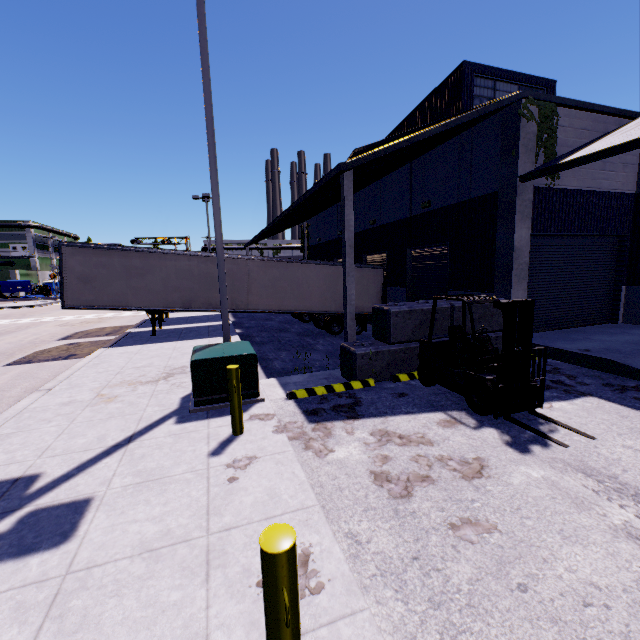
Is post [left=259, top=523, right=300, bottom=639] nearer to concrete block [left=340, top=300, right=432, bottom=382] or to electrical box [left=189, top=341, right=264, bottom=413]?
electrical box [left=189, top=341, right=264, bottom=413]

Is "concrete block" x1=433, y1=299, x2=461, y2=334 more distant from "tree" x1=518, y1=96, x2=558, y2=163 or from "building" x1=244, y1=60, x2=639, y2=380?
"tree" x1=518, y1=96, x2=558, y2=163

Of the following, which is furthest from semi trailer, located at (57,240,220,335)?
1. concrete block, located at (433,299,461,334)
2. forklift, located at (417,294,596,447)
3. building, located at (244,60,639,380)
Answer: forklift, located at (417,294,596,447)

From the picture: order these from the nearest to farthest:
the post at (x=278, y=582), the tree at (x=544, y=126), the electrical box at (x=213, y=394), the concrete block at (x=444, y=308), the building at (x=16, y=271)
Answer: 1. the post at (x=278, y=582)
2. the electrical box at (x=213, y=394)
3. the concrete block at (x=444, y=308)
4. the tree at (x=544, y=126)
5. the building at (x=16, y=271)

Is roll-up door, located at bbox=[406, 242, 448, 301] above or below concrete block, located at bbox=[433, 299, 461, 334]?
above

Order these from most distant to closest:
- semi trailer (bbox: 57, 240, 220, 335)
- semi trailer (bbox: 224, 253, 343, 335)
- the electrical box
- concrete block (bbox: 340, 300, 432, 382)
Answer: semi trailer (bbox: 224, 253, 343, 335) < semi trailer (bbox: 57, 240, 220, 335) < concrete block (bbox: 340, 300, 432, 382) < the electrical box

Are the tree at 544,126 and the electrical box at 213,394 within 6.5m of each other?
no

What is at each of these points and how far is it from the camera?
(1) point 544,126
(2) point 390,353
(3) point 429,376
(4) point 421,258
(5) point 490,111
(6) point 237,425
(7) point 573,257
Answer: (1) tree, 10.3 meters
(2) concrete block, 8.4 meters
(3) forklift, 7.6 meters
(4) roll-up door, 15.5 meters
(5) building, 9.6 meters
(6) post, 5.4 meters
(7) roll-up door, 11.8 meters
